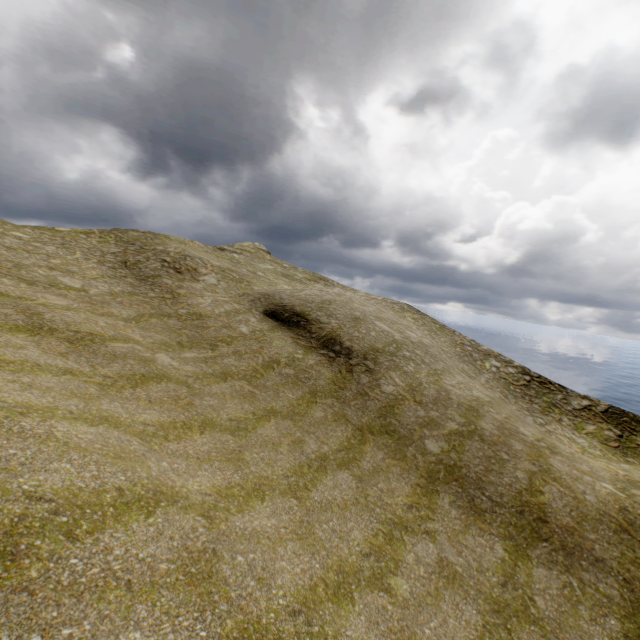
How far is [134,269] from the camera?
23.4m
